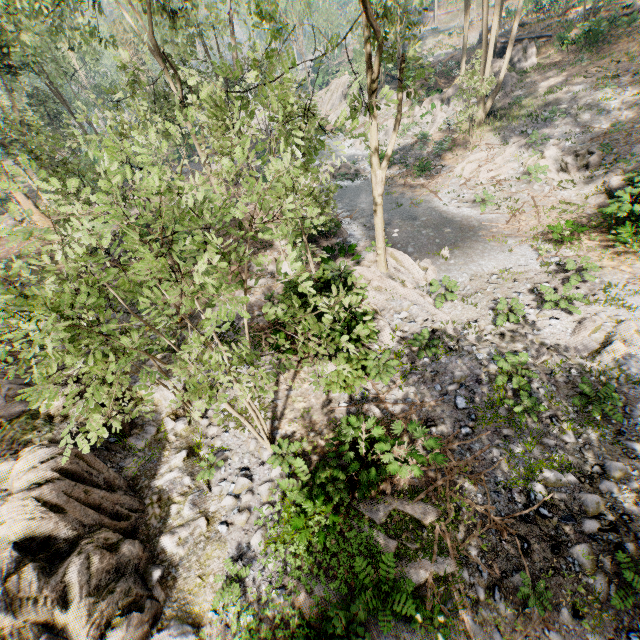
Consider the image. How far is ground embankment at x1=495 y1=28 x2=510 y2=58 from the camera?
31.47m

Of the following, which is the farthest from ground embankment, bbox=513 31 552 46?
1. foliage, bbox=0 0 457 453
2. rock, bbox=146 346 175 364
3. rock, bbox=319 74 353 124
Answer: rock, bbox=146 346 175 364

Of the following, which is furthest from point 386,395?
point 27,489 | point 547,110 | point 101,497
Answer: point 547,110

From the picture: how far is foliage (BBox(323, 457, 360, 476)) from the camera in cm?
781

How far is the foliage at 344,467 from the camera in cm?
781

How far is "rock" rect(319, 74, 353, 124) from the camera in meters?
42.6 m

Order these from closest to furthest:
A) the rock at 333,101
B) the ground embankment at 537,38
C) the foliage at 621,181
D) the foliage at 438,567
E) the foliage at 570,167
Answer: the foliage at 438,567, the foliage at 621,181, the foliage at 570,167, the ground embankment at 537,38, the rock at 333,101

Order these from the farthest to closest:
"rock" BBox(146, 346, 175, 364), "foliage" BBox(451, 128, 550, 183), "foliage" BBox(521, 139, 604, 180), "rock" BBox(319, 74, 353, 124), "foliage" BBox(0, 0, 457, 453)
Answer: "rock" BBox(319, 74, 353, 124), "foliage" BBox(451, 128, 550, 183), "foliage" BBox(521, 139, 604, 180), "rock" BBox(146, 346, 175, 364), "foliage" BBox(0, 0, 457, 453)
